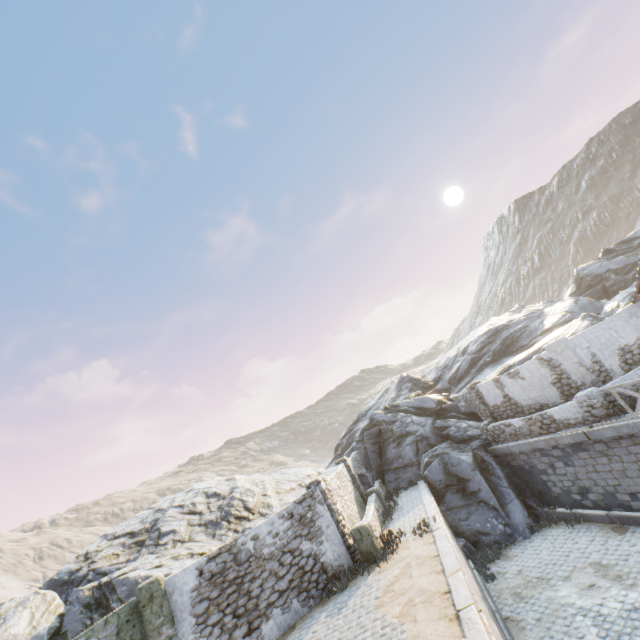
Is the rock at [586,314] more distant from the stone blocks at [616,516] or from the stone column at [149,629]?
the stone column at [149,629]

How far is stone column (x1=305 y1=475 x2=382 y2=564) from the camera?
11.1 meters

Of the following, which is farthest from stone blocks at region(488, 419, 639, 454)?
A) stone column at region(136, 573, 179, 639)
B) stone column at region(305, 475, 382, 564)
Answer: stone column at region(136, 573, 179, 639)

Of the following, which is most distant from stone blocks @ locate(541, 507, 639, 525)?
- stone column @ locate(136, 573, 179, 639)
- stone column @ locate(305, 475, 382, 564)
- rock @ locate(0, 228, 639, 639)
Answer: stone column @ locate(136, 573, 179, 639)

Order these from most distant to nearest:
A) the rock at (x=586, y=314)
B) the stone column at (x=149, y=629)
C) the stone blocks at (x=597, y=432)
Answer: the rock at (x=586, y=314)
the stone blocks at (x=597, y=432)
the stone column at (x=149, y=629)

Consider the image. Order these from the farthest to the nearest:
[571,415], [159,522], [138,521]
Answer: [138,521]
[159,522]
[571,415]

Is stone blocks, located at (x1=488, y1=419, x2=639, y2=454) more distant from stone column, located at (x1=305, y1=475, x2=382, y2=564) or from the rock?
stone column, located at (x1=305, y1=475, x2=382, y2=564)
